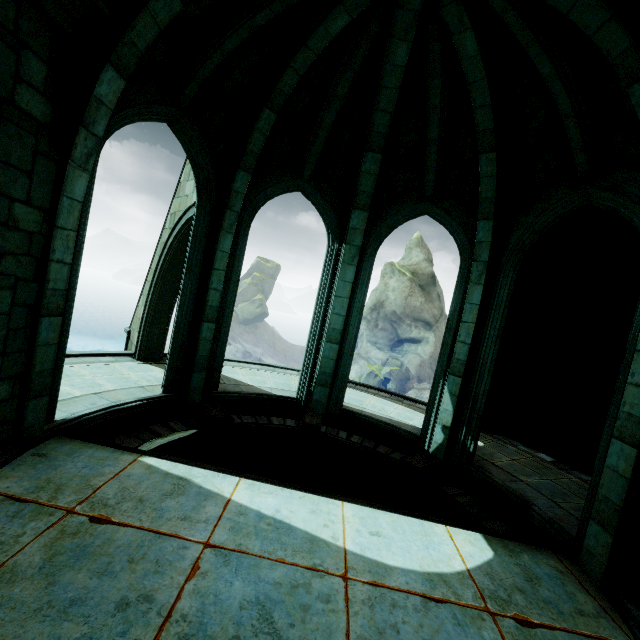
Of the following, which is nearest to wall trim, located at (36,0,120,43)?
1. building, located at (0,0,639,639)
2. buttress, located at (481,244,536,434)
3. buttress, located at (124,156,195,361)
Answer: building, located at (0,0,639,639)

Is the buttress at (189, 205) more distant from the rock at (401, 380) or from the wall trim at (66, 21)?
the rock at (401, 380)

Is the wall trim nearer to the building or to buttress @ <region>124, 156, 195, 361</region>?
the building

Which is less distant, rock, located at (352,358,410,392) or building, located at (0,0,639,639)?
building, located at (0,0,639,639)

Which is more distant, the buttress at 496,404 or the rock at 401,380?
the rock at 401,380

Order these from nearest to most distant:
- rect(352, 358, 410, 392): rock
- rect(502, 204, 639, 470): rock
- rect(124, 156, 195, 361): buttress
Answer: rect(502, 204, 639, 470): rock → rect(124, 156, 195, 361): buttress → rect(352, 358, 410, 392): rock

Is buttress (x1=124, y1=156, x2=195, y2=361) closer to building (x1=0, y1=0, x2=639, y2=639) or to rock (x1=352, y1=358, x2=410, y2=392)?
building (x1=0, y1=0, x2=639, y2=639)

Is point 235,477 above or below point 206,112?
below
